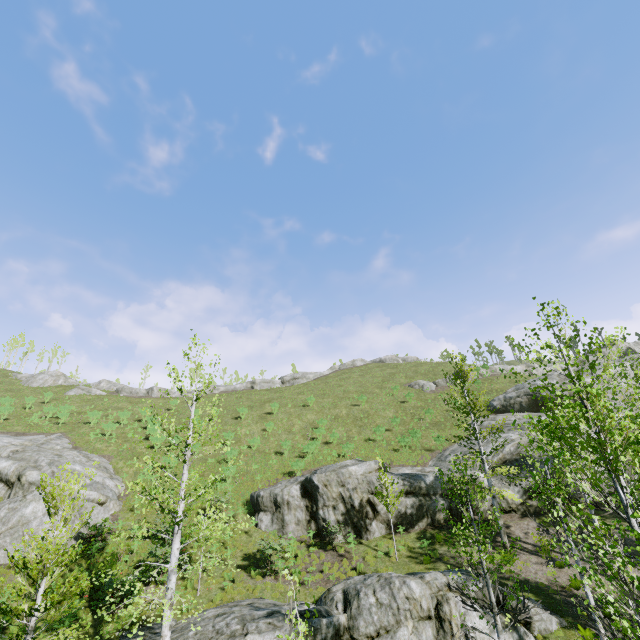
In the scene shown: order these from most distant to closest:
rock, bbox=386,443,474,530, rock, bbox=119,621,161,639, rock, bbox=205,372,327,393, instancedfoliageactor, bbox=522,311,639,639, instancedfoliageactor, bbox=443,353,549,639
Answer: rock, bbox=205,372,327,393 < rock, bbox=386,443,474,530 < rock, bbox=119,621,161,639 < instancedfoliageactor, bbox=443,353,549,639 < instancedfoliageactor, bbox=522,311,639,639

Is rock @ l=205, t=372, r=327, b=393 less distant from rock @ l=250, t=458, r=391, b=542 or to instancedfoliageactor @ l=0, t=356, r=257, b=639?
rock @ l=250, t=458, r=391, b=542

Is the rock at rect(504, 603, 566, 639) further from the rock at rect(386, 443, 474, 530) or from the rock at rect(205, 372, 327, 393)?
the rock at rect(205, 372, 327, 393)

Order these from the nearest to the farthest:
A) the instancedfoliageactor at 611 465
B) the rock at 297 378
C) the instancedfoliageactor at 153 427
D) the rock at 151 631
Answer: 1. the instancedfoliageactor at 611 465
2. the instancedfoliageactor at 153 427
3. the rock at 151 631
4. the rock at 297 378

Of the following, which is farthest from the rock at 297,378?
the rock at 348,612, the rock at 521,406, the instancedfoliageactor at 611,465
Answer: the rock at 348,612

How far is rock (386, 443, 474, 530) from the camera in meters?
20.0 m

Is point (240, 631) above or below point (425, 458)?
below

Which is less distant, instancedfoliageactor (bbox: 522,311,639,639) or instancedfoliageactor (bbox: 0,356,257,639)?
instancedfoliageactor (bbox: 522,311,639,639)
